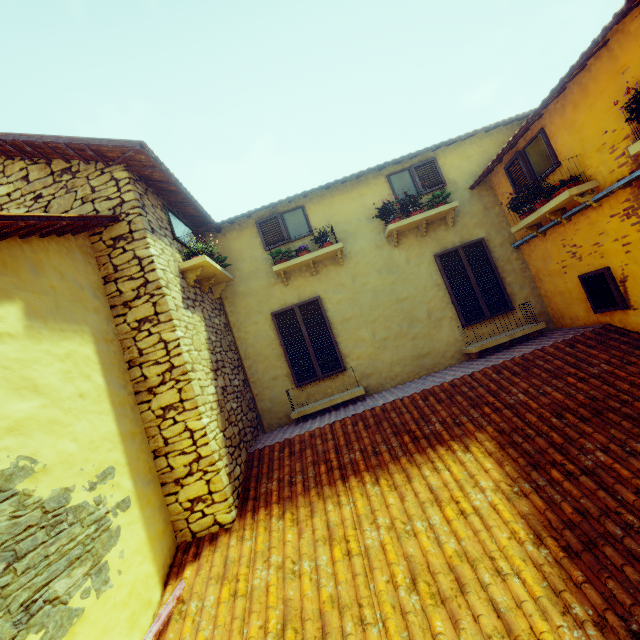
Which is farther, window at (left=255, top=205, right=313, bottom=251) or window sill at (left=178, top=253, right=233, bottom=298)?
window at (left=255, top=205, right=313, bottom=251)

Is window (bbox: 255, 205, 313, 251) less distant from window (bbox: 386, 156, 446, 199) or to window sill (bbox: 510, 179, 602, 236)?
window (bbox: 386, 156, 446, 199)

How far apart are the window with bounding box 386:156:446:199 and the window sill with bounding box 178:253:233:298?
3.9 meters

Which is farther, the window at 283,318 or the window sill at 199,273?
the window at 283,318

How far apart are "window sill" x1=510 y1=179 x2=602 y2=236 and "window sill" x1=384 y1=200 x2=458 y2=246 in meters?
1.1

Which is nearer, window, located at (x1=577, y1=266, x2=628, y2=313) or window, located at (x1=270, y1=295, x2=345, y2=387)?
window, located at (x1=577, y1=266, x2=628, y2=313)

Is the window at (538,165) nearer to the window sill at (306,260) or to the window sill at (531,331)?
the window sill at (531,331)

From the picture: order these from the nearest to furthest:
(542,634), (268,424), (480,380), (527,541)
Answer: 1. (542,634)
2. (527,541)
3. (480,380)
4. (268,424)
